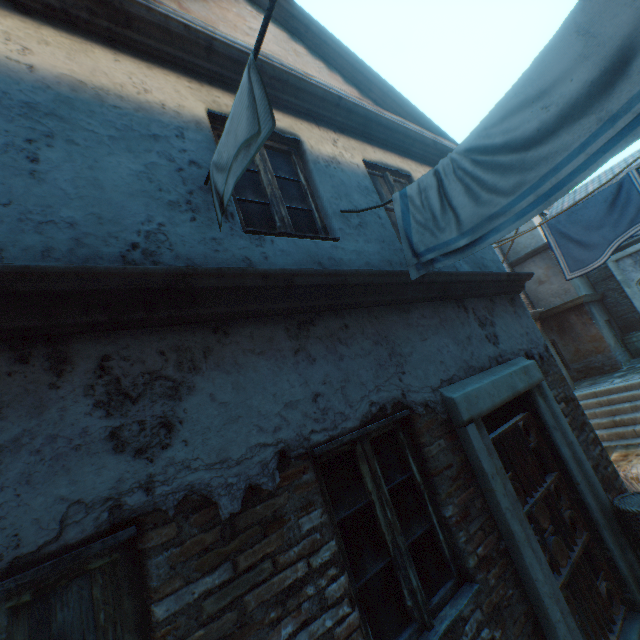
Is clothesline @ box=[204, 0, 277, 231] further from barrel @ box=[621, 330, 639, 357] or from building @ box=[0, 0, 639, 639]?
barrel @ box=[621, 330, 639, 357]

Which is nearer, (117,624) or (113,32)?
(117,624)

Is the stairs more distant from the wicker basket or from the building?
the wicker basket

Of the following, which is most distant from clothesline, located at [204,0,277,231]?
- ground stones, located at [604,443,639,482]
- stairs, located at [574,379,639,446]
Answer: stairs, located at [574,379,639,446]

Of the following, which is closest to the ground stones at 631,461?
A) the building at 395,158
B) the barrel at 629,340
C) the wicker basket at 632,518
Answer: the building at 395,158

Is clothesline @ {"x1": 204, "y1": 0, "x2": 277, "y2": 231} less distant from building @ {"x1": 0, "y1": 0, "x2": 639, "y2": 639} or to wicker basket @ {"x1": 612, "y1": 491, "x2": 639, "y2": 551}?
building @ {"x1": 0, "y1": 0, "x2": 639, "y2": 639}

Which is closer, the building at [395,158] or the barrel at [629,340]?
the building at [395,158]

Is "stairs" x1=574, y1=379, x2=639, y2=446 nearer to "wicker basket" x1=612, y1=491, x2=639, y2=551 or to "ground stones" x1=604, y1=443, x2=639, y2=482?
"ground stones" x1=604, y1=443, x2=639, y2=482
